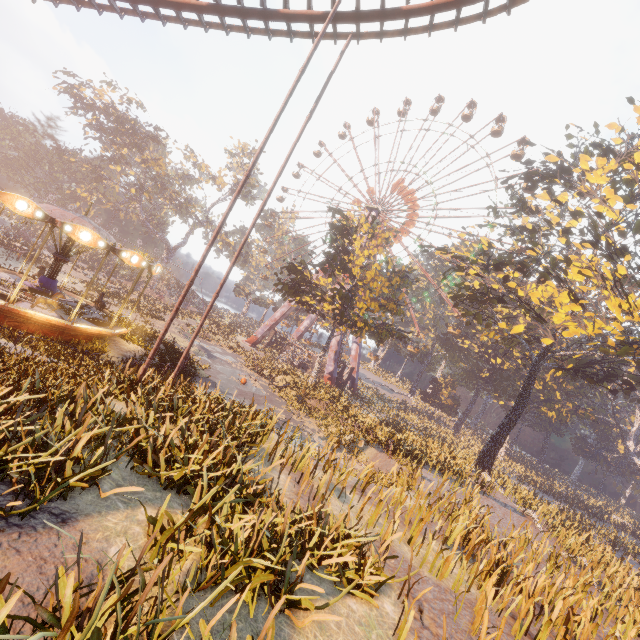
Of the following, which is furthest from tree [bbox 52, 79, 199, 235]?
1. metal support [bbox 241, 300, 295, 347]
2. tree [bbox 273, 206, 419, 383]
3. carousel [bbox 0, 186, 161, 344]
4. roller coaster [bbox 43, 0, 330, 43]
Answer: carousel [bbox 0, 186, 161, 344]

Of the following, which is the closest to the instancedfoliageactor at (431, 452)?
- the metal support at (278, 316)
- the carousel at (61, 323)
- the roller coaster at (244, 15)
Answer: the carousel at (61, 323)

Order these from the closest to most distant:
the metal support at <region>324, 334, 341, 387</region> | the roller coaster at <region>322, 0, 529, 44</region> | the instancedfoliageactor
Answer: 1. the instancedfoliageactor
2. the roller coaster at <region>322, 0, 529, 44</region>
3. the metal support at <region>324, 334, 341, 387</region>

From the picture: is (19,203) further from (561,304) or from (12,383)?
(561,304)

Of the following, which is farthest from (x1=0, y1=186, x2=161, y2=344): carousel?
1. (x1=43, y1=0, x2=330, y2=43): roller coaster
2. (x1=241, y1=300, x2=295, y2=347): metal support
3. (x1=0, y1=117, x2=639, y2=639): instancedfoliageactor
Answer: (x1=241, y1=300, x2=295, y2=347): metal support

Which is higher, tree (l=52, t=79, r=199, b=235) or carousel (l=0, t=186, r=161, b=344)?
tree (l=52, t=79, r=199, b=235)

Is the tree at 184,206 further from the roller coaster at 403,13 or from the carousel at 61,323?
the carousel at 61,323

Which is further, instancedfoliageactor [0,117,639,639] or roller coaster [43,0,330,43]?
roller coaster [43,0,330,43]
